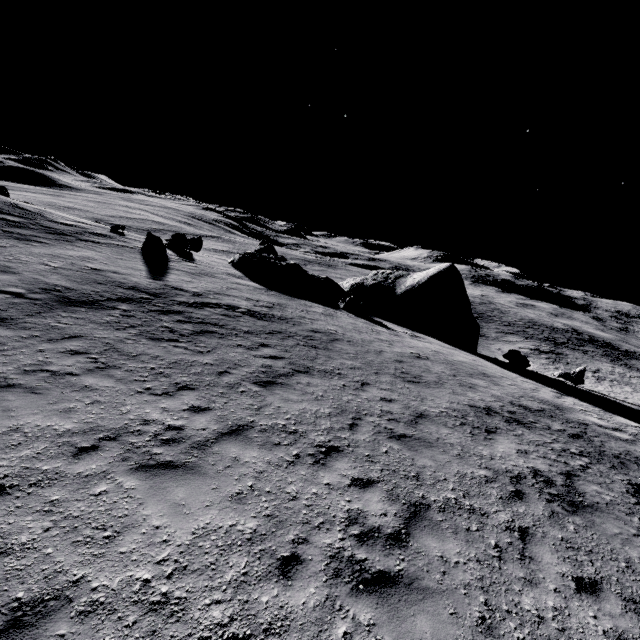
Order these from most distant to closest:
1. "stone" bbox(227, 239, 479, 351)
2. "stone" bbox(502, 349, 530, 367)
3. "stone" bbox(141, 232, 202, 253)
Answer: "stone" bbox(227, 239, 479, 351) → "stone" bbox(502, 349, 530, 367) → "stone" bbox(141, 232, 202, 253)

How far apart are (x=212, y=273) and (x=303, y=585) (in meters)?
19.44

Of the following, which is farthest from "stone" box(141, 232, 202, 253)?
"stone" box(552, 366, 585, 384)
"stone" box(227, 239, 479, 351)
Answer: "stone" box(552, 366, 585, 384)

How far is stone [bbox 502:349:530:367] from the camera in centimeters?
2345cm

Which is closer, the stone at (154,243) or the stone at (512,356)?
the stone at (154,243)

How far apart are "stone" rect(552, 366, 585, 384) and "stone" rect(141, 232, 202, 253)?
31.42m

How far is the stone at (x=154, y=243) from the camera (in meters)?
21.92
